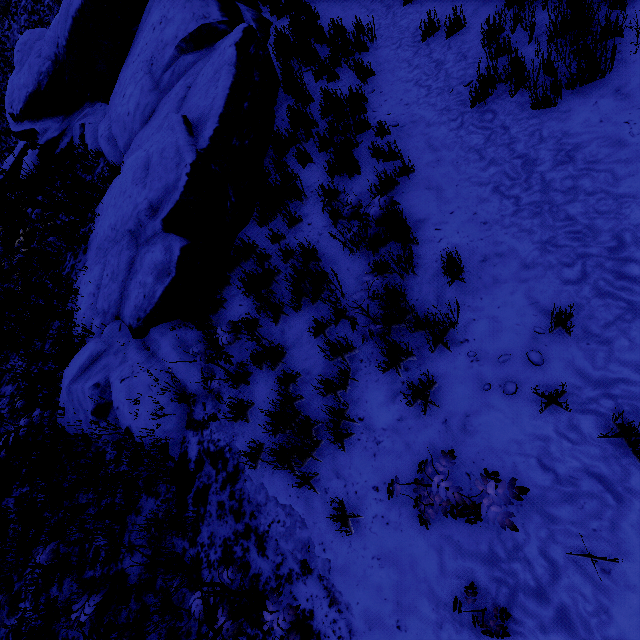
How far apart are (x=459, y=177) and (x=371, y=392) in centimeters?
324cm
